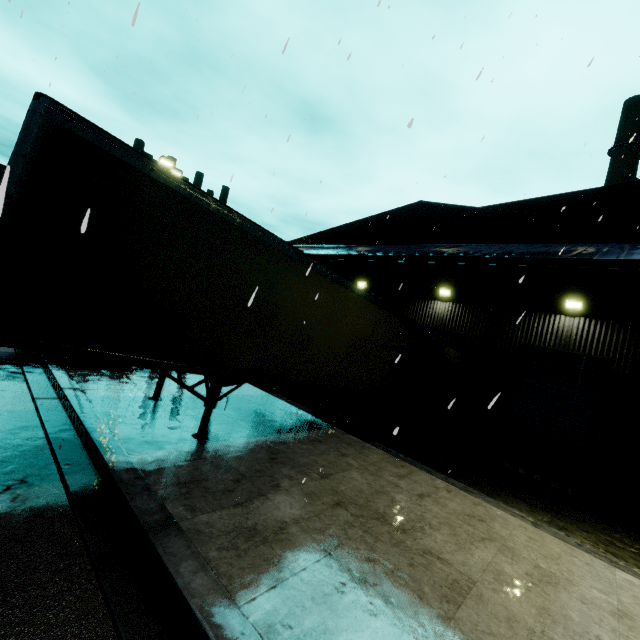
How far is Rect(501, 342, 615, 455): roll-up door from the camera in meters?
11.7

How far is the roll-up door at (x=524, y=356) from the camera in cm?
1166

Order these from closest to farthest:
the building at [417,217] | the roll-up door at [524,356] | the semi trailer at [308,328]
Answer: the semi trailer at [308,328]
the building at [417,217]
the roll-up door at [524,356]

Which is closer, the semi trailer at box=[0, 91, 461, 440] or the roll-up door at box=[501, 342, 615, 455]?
the semi trailer at box=[0, 91, 461, 440]

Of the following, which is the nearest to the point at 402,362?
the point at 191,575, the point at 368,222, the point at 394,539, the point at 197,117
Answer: the point at 394,539

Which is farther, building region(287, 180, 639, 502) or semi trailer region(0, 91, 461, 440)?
building region(287, 180, 639, 502)

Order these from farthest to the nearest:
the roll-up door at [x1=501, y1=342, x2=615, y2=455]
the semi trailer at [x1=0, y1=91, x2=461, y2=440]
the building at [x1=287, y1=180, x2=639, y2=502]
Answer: the roll-up door at [x1=501, y1=342, x2=615, y2=455] → the building at [x1=287, y1=180, x2=639, y2=502] → the semi trailer at [x1=0, y1=91, x2=461, y2=440]

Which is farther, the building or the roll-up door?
the roll-up door
